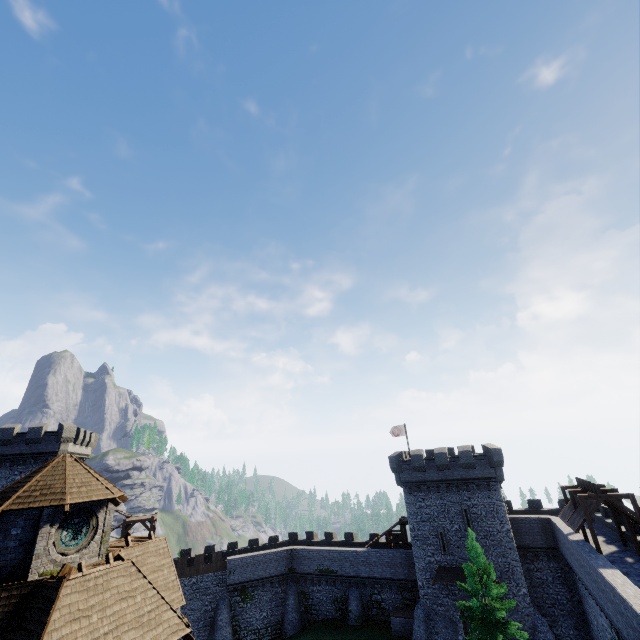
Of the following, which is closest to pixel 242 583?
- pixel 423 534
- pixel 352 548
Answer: pixel 352 548

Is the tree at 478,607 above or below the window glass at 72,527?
below

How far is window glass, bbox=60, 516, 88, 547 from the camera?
15.31m

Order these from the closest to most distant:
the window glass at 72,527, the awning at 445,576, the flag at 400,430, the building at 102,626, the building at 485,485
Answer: the building at 102,626, the window glass at 72,527, the building at 485,485, the awning at 445,576, the flag at 400,430

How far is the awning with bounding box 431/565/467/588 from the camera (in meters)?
31.05

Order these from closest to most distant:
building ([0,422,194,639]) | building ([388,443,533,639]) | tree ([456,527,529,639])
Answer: building ([0,422,194,639]) < tree ([456,527,529,639]) < building ([388,443,533,639])

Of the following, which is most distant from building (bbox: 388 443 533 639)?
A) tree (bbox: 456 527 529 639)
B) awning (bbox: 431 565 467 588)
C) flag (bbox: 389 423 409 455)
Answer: tree (bbox: 456 527 529 639)

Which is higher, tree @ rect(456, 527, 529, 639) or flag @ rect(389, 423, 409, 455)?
flag @ rect(389, 423, 409, 455)
